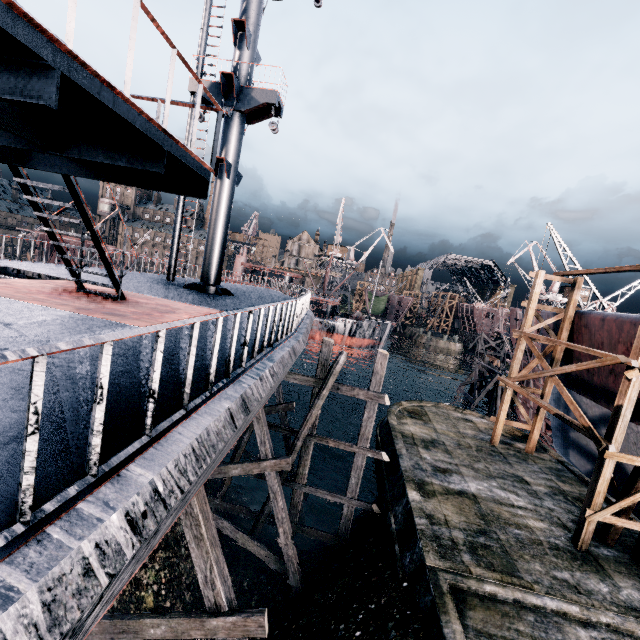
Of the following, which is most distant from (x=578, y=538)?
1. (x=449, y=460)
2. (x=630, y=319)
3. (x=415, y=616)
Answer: (x=630, y=319)

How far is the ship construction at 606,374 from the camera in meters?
16.2 m

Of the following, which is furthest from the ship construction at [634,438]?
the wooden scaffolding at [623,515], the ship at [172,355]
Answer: the ship at [172,355]

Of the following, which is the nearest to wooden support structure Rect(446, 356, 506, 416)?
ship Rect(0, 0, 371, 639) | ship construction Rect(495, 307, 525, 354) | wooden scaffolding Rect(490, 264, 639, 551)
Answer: ship construction Rect(495, 307, 525, 354)

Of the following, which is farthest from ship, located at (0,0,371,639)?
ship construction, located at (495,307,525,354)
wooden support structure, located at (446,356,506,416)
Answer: wooden support structure, located at (446,356,506,416)

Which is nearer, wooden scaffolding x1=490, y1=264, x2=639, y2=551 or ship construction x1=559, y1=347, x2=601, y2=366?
wooden scaffolding x1=490, y1=264, x2=639, y2=551

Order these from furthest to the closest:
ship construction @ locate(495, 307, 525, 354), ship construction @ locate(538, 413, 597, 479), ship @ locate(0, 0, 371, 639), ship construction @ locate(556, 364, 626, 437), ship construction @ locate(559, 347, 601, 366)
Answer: ship construction @ locate(495, 307, 525, 354) → ship construction @ locate(538, 413, 597, 479) → ship construction @ locate(559, 347, 601, 366) → ship construction @ locate(556, 364, 626, 437) → ship @ locate(0, 0, 371, 639)
